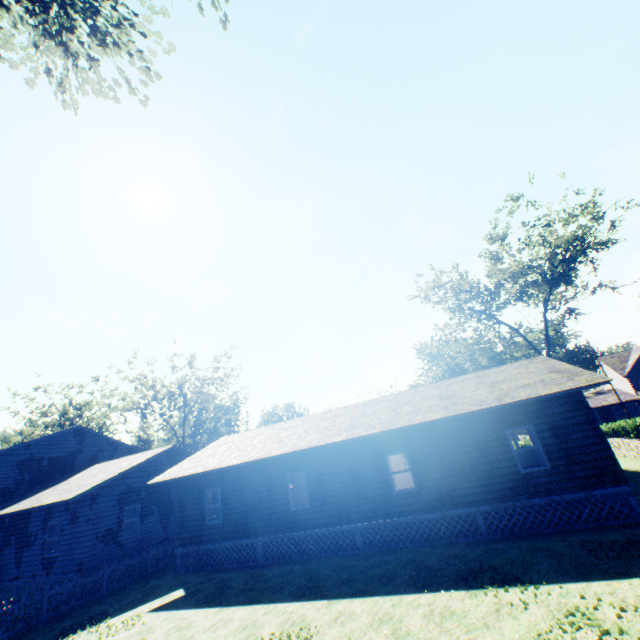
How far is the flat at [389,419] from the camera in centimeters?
1247cm

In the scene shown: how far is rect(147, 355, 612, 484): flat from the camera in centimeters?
1247cm

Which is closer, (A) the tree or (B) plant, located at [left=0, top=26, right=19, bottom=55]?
(B) plant, located at [left=0, top=26, right=19, bottom=55]

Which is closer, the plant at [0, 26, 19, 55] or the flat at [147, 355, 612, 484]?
the plant at [0, 26, 19, 55]

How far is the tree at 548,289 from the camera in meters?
27.3 m

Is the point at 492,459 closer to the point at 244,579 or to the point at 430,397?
the point at 430,397

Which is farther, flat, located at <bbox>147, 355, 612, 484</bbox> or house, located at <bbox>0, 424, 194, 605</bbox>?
house, located at <bbox>0, 424, 194, 605</bbox>

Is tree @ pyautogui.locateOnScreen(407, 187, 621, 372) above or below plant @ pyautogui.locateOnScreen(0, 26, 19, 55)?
below
